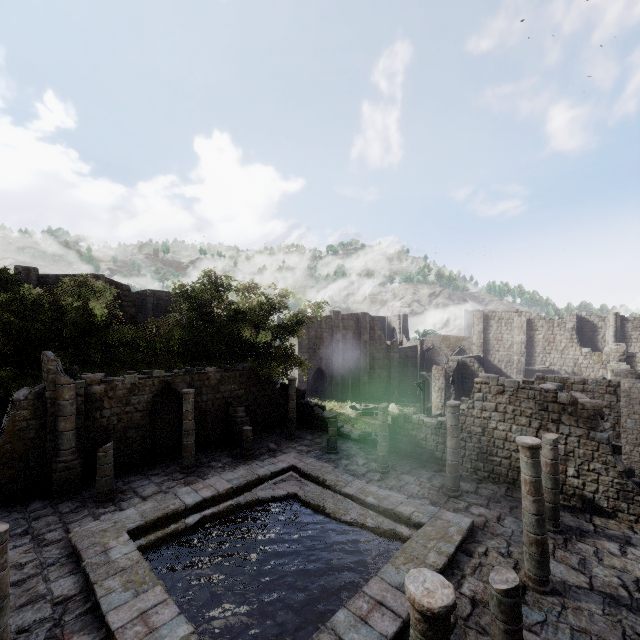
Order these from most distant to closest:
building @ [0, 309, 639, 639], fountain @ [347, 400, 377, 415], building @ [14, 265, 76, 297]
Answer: fountain @ [347, 400, 377, 415], building @ [14, 265, 76, 297], building @ [0, 309, 639, 639]

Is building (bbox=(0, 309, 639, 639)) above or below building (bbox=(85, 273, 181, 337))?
below

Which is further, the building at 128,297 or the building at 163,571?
the building at 128,297

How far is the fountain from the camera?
34.5m

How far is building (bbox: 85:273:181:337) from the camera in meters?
27.3 m

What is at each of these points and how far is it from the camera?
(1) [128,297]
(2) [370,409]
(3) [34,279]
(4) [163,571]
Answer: (1) building, 27.9 meters
(2) fountain, 36.0 meters
(3) building, 24.1 meters
(4) building, 9.6 meters
